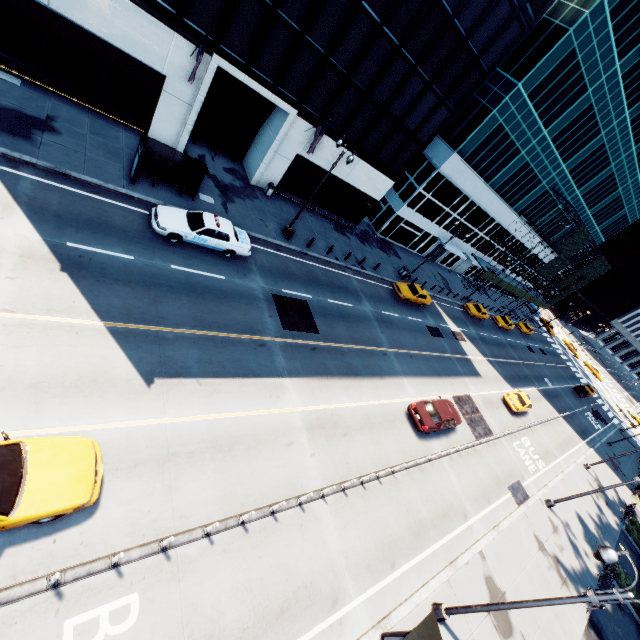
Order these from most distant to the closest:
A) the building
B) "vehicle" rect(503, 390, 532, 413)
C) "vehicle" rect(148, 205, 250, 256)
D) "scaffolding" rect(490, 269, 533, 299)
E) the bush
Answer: "scaffolding" rect(490, 269, 533, 299) → "vehicle" rect(503, 390, 532, 413) → the bush → the building → "vehicle" rect(148, 205, 250, 256)

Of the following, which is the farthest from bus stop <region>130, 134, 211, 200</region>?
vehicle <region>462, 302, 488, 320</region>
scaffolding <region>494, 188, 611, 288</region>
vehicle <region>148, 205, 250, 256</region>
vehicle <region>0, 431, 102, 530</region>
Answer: scaffolding <region>494, 188, 611, 288</region>

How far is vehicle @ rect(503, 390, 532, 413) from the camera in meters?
29.7 m

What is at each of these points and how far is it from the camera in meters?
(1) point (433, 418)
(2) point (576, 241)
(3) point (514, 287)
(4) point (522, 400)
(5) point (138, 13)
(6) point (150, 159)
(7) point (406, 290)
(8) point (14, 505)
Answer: (1) vehicle, 19.4
(2) scaffolding, 46.5
(3) scaffolding, 52.8
(4) vehicle, 30.3
(5) building, 16.0
(6) bus stop, 17.1
(7) vehicle, 30.1
(8) vehicle, 7.1

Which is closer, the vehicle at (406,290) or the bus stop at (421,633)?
the bus stop at (421,633)

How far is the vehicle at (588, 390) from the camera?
50.25m

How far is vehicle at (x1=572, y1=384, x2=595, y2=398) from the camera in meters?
50.3 m

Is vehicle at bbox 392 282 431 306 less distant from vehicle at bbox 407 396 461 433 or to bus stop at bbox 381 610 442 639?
vehicle at bbox 407 396 461 433
